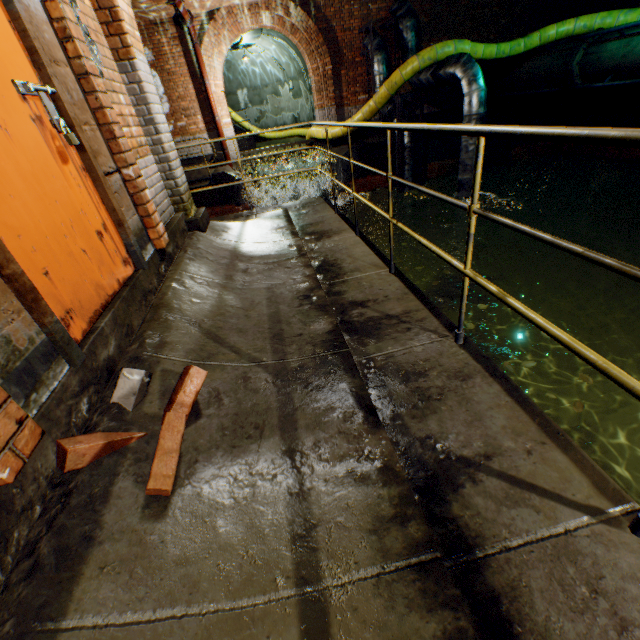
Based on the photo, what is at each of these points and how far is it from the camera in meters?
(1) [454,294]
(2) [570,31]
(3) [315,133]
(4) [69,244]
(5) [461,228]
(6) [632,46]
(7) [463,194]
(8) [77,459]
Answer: (1) pipe, 10.9 m
(2) large conduit, 8.9 m
(3) large conduit, 11.8 m
(4) door, 1.7 m
(5) pipe, 9.7 m
(6) pipe, 7.3 m
(7) pipe, 9.1 m
(8) bricks, 1.3 m

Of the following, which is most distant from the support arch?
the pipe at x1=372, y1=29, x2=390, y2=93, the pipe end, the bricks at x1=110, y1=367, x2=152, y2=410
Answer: the pipe end

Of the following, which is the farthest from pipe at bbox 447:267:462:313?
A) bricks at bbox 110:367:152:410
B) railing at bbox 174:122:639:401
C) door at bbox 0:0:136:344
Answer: bricks at bbox 110:367:152:410

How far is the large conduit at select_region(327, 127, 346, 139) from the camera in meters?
10.7

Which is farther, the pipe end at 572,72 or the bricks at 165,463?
the pipe end at 572,72

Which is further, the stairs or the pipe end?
the stairs

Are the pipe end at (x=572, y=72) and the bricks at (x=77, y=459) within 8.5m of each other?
no

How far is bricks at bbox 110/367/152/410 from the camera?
1.6m
